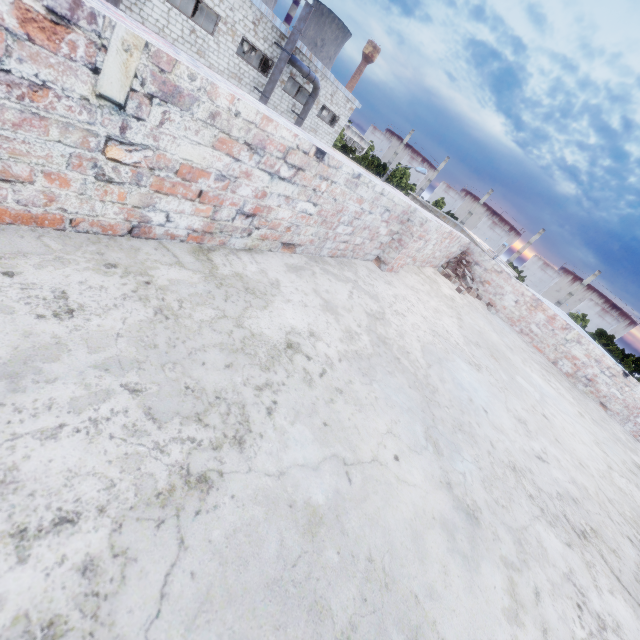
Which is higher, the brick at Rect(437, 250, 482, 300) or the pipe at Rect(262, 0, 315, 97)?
the pipe at Rect(262, 0, 315, 97)

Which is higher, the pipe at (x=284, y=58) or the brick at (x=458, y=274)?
the pipe at (x=284, y=58)

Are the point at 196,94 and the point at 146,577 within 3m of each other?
yes

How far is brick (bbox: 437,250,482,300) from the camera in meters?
6.6

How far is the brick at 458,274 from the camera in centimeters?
663cm

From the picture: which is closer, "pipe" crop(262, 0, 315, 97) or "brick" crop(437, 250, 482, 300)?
"brick" crop(437, 250, 482, 300)
